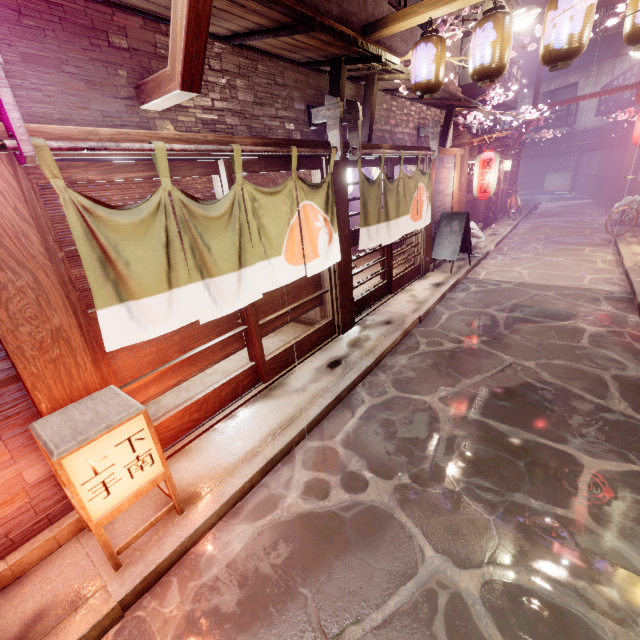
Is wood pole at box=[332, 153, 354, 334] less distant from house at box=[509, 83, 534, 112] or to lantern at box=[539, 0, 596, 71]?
house at box=[509, 83, 534, 112]

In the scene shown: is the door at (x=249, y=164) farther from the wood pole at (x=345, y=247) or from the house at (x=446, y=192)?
the house at (x=446, y=192)

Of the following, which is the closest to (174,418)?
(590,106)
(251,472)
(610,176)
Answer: (251,472)

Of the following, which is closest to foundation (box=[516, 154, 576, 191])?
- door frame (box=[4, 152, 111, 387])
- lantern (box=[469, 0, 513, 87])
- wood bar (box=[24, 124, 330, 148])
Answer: door frame (box=[4, 152, 111, 387])

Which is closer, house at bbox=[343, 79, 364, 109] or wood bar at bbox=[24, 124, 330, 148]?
wood bar at bbox=[24, 124, 330, 148]

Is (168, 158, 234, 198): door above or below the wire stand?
below

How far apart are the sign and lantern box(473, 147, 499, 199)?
1.9 meters

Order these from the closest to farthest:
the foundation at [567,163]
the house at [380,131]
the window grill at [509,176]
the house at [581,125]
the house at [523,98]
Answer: the house at [380,131]
the window grill at [509,176]
the house at [581,125]
the foundation at [567,163]
the house at [523,98]
